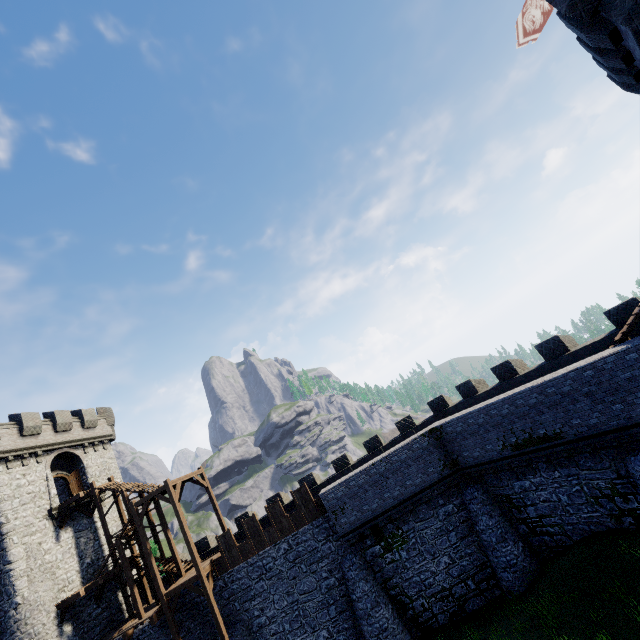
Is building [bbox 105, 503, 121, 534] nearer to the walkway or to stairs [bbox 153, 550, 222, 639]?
the walkway

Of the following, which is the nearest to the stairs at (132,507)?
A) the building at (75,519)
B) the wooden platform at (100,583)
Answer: the wooden platform at (100,583)

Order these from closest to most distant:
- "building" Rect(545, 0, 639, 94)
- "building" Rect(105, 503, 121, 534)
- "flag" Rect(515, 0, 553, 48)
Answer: "building" Rect(545, 0, 639, 94) < "flag" Rect(515, 0, 553, 48) < "building" Rect(105, 503, 121, 534)

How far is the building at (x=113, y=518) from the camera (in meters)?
27.04

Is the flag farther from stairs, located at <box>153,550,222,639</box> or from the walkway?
the walkway

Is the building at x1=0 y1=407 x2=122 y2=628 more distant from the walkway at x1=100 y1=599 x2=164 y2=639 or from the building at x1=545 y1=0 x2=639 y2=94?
the building at x1=545 y1=0 x2=639 y2=94

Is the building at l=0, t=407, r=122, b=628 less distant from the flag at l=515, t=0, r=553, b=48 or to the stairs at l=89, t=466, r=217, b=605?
the stairs at l=89, t=466, r=217, b=605

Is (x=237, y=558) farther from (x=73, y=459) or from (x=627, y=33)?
(x=627, y=33)
